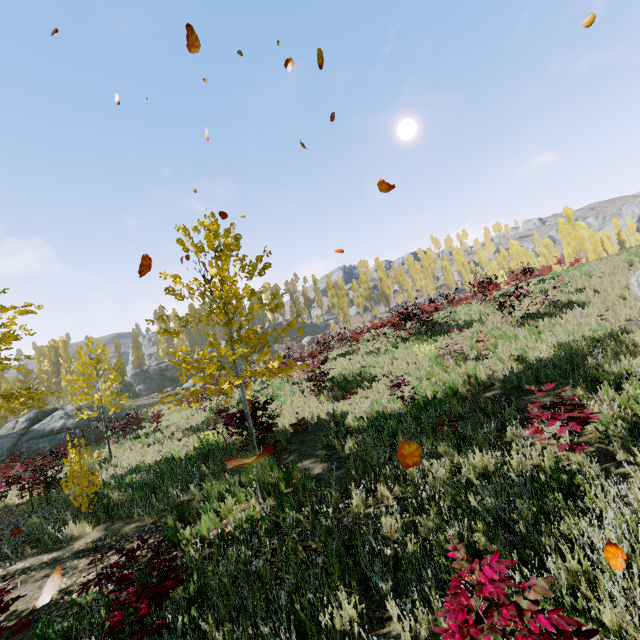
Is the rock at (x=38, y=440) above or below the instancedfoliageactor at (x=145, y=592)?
above

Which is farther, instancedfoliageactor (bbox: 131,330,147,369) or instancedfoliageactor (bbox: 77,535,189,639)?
instancedfoliageactor (bbox: 131,330,147,369)

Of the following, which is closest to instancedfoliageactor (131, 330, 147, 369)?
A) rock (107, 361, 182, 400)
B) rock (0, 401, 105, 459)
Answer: rock (107, 361, 182, 400)

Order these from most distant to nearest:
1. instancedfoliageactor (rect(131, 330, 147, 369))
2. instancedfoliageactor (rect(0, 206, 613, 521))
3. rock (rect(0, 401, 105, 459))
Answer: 1. instancedfoliageactor (rect(131, 330, 147, 369))
2. rock (rect(0, 401, 105, 459))
3. instancedfoliageactor (rect(0, 206, 613, 521))

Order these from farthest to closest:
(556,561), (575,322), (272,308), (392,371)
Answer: (392,371)
(575,322)
(272,308)
(556,561)

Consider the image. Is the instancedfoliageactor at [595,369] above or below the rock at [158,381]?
below

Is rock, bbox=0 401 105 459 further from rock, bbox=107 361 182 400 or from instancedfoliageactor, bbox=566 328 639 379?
rock, bbox=107 361 182 400
